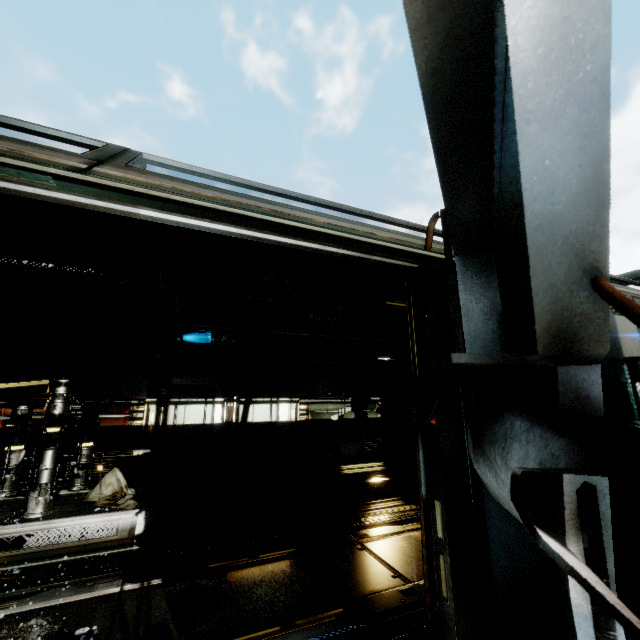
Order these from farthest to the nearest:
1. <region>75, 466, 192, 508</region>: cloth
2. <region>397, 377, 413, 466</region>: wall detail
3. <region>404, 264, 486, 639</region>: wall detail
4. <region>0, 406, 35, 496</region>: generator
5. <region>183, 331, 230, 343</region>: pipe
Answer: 1. <region>397, 377, 413, 466</region>: wall detail
2. <region>183, 331, 230, 343</region>: pipe
3. <region>75, 466, 192, 508</region>: cloth
4. <region>0, 406, 35, 496</region>: generator
5. <region>404, 264, 486, 639</region>: wall detail

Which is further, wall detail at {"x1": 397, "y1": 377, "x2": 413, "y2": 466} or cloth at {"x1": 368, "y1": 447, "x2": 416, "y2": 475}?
wall detail at {"x1": 397, "y1": 377, "x2": 413, "y2": 466}

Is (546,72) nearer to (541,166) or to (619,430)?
(541,166)

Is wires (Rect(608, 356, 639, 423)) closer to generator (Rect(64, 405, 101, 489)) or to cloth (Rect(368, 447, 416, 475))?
generator (Rect(64, 405, 101, 489))

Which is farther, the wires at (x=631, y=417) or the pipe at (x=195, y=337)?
the pipe at (x=195, y=337)

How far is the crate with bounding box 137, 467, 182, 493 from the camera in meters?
6.9

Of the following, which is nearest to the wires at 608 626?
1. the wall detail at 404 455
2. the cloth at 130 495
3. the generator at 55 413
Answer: the cloth at 130 495

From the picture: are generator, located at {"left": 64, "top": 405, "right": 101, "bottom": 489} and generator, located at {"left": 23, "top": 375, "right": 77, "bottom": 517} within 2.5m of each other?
yes
